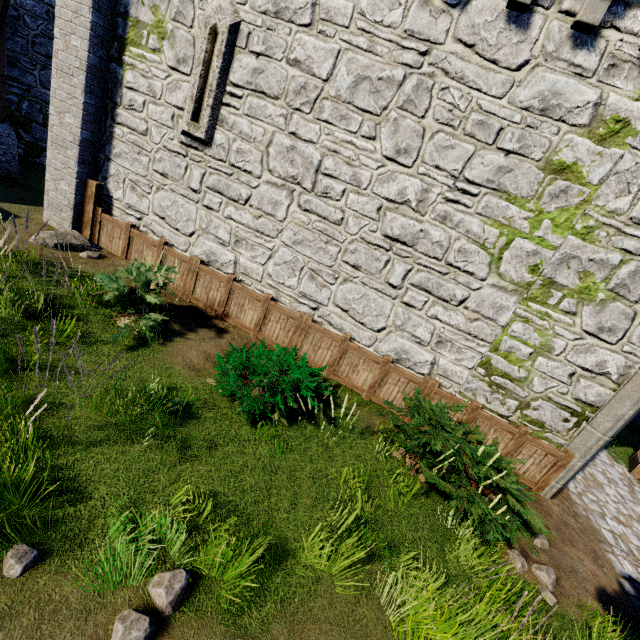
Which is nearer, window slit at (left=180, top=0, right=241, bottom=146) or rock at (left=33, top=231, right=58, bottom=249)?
window slit at (left=180, top=0, right=241, bottom=146)

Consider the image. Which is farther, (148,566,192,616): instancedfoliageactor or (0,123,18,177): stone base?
(0,123,18,177): stone base

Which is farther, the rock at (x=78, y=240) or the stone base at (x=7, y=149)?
the stone base at (x=7, y=149)

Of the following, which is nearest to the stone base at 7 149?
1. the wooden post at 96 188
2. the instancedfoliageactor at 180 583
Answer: the wooden post at 96 188

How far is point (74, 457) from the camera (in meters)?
3.73

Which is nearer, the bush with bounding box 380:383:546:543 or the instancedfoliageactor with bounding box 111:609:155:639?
the instancedfoliageactor with bounding box 111:609:155:639

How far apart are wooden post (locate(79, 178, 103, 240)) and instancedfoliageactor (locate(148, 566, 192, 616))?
8.1m

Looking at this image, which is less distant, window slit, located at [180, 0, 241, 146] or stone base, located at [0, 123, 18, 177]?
window slit, located at [180, 0, 241, 146]
